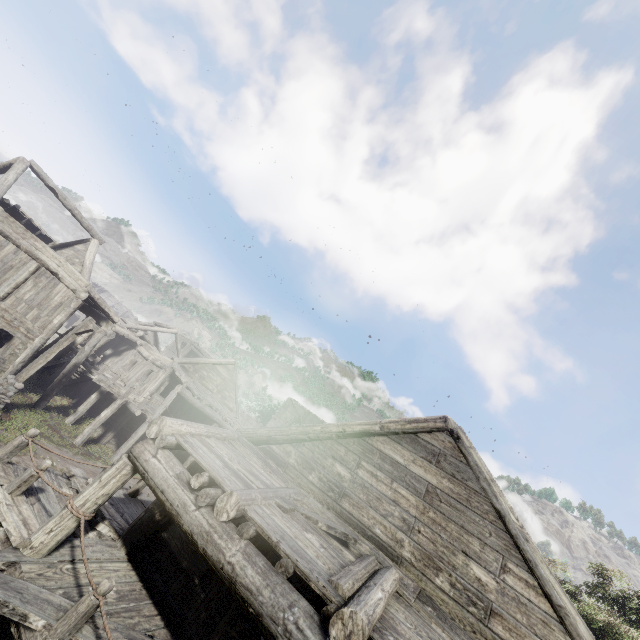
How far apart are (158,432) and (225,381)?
20.04m

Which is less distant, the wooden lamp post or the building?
the building

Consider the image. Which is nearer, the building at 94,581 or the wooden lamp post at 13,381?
the building at 94,581
